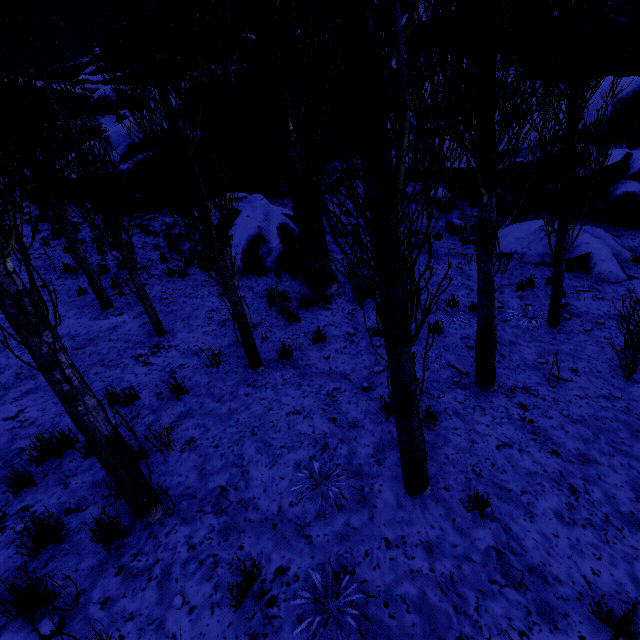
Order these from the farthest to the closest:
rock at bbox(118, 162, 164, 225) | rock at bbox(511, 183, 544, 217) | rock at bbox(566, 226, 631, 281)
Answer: rock at bbox(118, 162, 164, 225), rock at bbox(511, 183, 544, 217), rock at bbox(566, 226, 631, 281)

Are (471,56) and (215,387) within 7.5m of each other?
yes

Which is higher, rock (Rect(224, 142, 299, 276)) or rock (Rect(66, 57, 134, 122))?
rock (Rect(66, 57, 134, 122))

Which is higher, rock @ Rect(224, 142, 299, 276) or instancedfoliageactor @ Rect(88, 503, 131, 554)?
rock @ Rect(224, 142, 299, 276)

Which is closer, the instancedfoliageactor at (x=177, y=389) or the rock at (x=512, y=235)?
the instancedfoliageactor at (x=177, y=389)

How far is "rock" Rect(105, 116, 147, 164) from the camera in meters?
12.6

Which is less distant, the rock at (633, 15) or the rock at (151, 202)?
the rock at (633, 15)

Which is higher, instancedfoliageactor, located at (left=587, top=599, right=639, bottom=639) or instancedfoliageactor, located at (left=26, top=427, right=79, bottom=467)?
instancedfoliageactor, located at (left=26, top=427, right=79, bottom=467)
